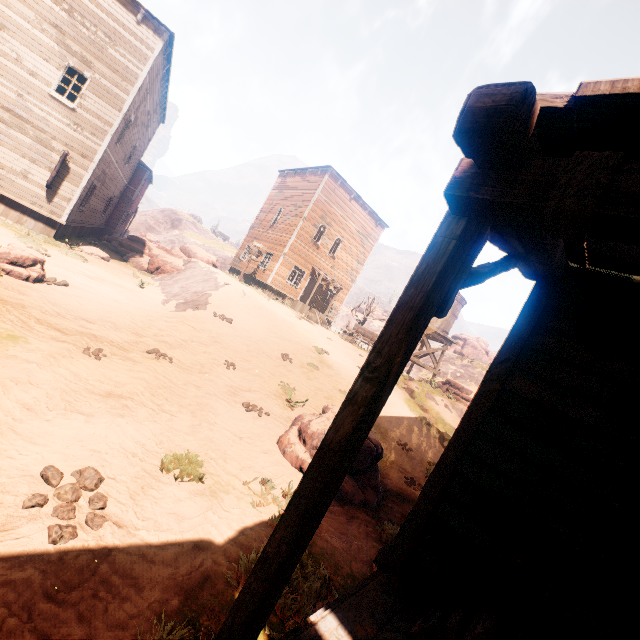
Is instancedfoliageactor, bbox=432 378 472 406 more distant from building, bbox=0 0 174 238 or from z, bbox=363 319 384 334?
building, bbox=0 0 174 238

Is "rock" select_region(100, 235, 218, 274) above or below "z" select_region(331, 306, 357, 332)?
below

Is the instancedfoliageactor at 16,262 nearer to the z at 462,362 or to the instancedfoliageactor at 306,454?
the z at 462,362

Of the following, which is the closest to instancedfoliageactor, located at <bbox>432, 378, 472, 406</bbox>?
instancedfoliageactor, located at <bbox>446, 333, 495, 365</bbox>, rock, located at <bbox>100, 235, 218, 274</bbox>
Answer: rock, located at <bbox>100, 235, 218, 274</bbox>

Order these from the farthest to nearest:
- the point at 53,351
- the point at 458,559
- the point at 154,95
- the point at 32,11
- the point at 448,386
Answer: the point at 448,386
the point at 154,95
the point at 32,11
the point at 53,351
the point at 458,559

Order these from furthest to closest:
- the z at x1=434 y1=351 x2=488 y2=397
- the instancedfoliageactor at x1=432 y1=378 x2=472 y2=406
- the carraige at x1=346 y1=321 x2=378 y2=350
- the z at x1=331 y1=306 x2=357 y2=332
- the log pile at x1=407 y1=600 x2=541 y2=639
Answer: the z at x1=331 y1=306 x2=357 y2=332
the z at x1=434 y1=351 x2=488 y2=397
the carraige at x1=346 y1=321 x2=378 y2=350
the instancedfoliageactor at x1=432 y1=378 x2=472 y2=406
the log pile at x1=407 y1=600 x2=541 y2=639

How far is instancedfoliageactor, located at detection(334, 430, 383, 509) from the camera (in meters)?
6.02

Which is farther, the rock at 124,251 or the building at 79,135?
the rock at 124,251
